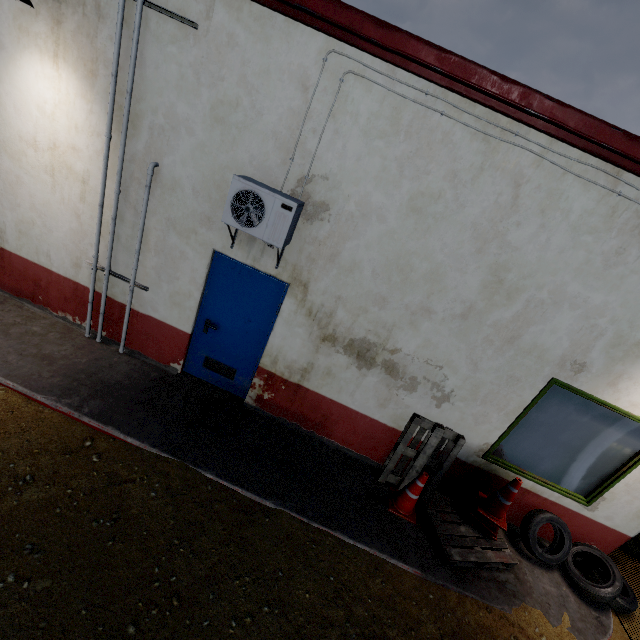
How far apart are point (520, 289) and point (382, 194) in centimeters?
199cm

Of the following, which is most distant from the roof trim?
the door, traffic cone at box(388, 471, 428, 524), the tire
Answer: traffic cone at box(388, 471, 428, 524)

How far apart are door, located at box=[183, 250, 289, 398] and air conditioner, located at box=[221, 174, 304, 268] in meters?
0.2 m

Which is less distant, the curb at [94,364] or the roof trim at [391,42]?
the roof trim at [391,42]

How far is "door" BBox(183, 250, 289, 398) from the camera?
4.4 meters

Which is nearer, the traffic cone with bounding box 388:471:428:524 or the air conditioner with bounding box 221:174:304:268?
the air conditioner with bounding box 221:174:304:268

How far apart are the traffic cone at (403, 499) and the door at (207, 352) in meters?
2.7

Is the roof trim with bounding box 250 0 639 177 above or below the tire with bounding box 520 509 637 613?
above
